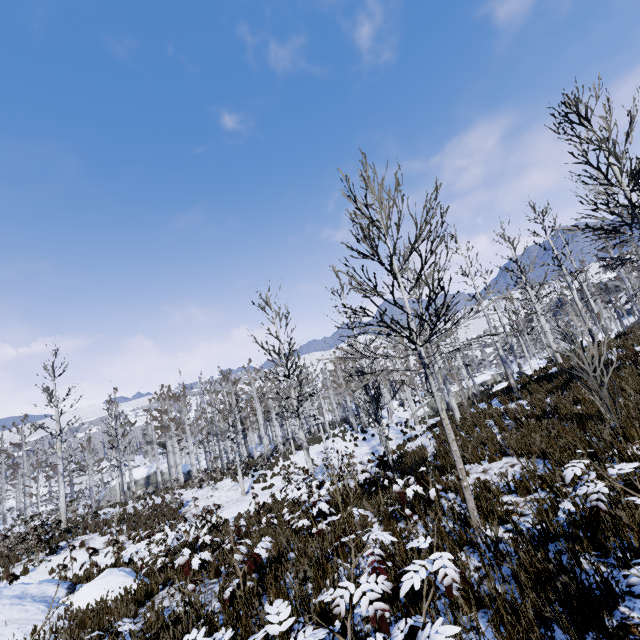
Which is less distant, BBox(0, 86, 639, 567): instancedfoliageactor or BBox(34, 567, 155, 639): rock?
BBox(0, 86, 639, 567): instancedfoliageactor

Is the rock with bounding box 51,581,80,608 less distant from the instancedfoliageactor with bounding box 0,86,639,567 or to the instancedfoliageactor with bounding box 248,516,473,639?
the instancedfoliageactor with bounding box 248,516,473,639

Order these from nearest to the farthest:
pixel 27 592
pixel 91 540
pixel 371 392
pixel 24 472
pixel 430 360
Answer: pixel 27 592
pixel 371 392
pixel 91 540
pixel 24 472
pixel 430 360

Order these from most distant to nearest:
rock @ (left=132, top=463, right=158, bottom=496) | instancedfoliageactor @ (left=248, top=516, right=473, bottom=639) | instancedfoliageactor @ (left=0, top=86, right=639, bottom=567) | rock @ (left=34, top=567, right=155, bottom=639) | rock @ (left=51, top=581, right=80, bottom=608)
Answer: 1. rock @ (left=132, top=463, right=158, bottom=496)
2. rock @ (left=51, top=581, right=80, bottom=608)
3. rock @ (left=34, top=567, right=155, bottom=639)
4. instancedfoliageactor @ (left=0, top=86, right=639, bottom=567)
5. instancedfoliageactor @ (left=248, top=516, right=473, bottom=639)

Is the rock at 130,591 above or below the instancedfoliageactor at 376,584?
below

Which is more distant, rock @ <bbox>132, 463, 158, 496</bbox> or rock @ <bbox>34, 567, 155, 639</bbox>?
rock @ <bbox>132, 463, 158, 496</bbox>

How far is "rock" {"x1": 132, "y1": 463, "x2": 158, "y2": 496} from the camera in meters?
38.7

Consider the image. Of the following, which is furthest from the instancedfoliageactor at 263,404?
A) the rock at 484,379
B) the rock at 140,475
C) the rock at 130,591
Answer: the rock at 140,475
